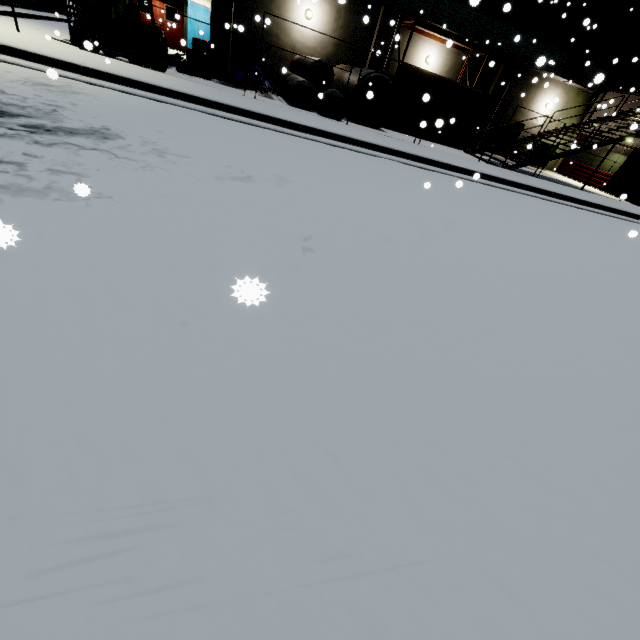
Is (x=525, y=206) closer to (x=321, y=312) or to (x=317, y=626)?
(x=321, y=312)

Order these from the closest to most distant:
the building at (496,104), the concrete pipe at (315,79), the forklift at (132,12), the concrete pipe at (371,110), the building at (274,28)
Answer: the forklift at (132,12)
the concrete pipe at (315,79)
the concrete pipe at (371,110)
the building at (274,28)
the building at (496,104)

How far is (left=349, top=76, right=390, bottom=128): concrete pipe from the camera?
13.5 meters

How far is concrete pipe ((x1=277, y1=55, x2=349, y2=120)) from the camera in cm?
1247

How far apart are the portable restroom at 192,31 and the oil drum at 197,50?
3.8m

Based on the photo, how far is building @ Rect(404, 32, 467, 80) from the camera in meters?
17.2 m

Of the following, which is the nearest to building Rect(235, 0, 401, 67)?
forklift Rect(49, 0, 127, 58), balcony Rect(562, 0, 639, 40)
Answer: balcony Rect(562, 0, 639, 40)
